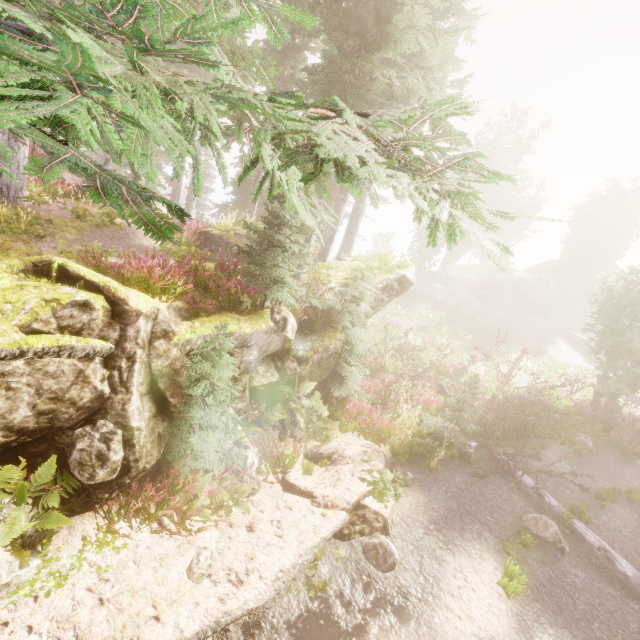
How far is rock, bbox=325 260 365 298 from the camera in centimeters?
1142cm

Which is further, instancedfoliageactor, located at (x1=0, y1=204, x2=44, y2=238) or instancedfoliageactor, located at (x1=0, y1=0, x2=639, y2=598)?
instancedfoliageactor, located at (x1=0, y1=204, x2=44, y2=238)

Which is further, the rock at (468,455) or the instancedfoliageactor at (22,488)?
the rock at (468,455)

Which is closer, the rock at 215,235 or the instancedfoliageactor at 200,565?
the instancedfoliageactor at 200,565

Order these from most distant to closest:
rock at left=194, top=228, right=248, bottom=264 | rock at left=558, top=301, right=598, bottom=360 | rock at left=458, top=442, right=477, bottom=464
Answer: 1. rock at left=558, top=301, right=598, bottom=360
2. rock at left=194, top=228, right=248, bottom=264
3. rock at left=458, top=442, right=477, bottom=464

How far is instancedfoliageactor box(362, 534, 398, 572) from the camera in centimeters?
636cm

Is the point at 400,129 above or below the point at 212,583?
above

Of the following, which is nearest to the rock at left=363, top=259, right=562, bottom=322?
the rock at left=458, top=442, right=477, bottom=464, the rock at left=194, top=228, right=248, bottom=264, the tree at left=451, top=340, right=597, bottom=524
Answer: the rock at left=194, top=228, right=248, bottom=264
